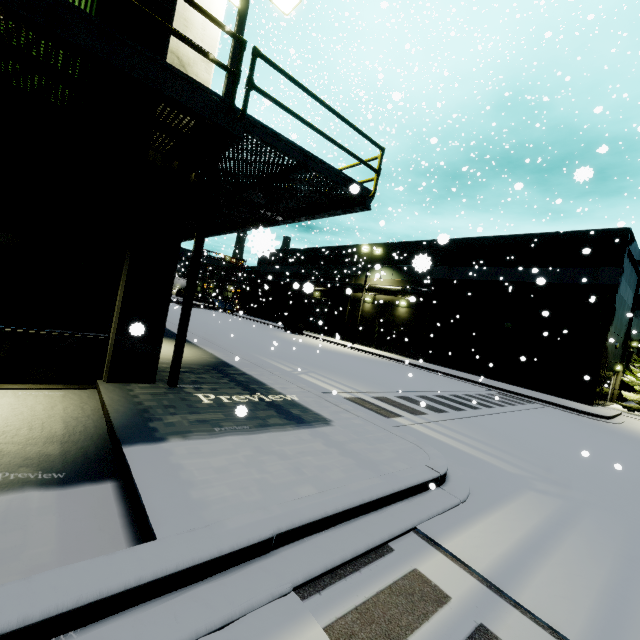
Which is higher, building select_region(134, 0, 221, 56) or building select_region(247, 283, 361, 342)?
building select_region(134, 0, 221, 56)

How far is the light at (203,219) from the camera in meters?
7.2 m

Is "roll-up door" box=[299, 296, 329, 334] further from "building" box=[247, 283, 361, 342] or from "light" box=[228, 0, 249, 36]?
"light" box=[228, 0, 249, 36]

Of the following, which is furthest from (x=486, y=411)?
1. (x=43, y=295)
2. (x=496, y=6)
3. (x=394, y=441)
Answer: (x=496, y=6)

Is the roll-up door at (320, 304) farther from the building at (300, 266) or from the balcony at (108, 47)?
the balcony at (108, 47)

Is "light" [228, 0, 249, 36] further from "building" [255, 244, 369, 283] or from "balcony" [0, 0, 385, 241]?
"balcony" [0, 0, 385, 241]

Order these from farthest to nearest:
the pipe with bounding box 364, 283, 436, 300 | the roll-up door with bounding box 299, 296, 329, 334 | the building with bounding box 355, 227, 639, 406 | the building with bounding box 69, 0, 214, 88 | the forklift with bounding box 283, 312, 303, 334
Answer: the roll-up door with bounding box 299, 296, 329, 334 < the forklift with bounding box 283, 312, 303, 334 < the pipe with bounding box 364, 283, 436, 300 < the building with bounding box 355, 227, 639, 406 < the building with bounding box 69, 0, 214, 88

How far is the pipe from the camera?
27.9 meters
